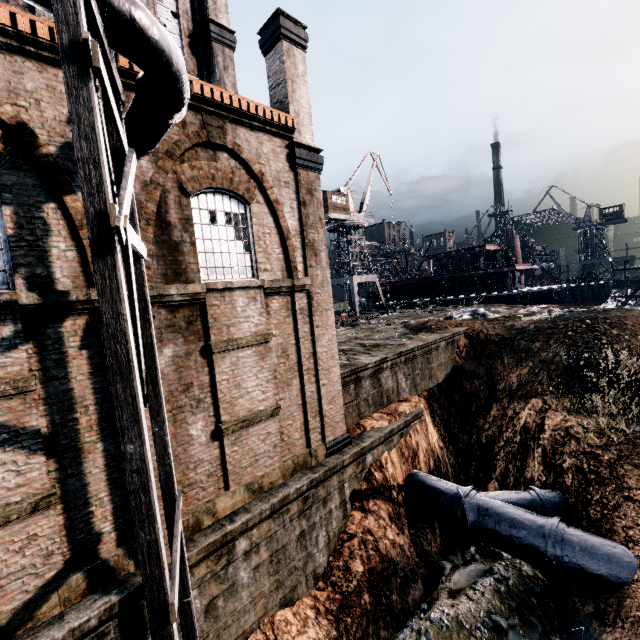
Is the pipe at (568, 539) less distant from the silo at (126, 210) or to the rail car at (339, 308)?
the silo at (126, 210)

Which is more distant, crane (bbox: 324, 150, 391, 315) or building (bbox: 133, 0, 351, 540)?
crane (bbox: 324, 150, 391, 315)

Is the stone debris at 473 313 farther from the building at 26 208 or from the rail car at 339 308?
the building at 26 208

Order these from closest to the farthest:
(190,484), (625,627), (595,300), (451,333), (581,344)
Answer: (625,627) < (190,484) < (581,344) < (451,333) < (595,300)

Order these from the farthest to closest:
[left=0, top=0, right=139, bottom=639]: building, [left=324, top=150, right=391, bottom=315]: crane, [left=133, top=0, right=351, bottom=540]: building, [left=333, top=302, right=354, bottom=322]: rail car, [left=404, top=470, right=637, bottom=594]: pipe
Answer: [left=324, top=150, right=391, bottom=315]: crane, [left=333, top=302, right=354, bottom=322]: rail car, [left=404, top=470, right=637, bottom=594]: pipe, [left=133, top=0, right=351, bottom=540]: building, [left=0, top=0, right=139, bottom=639]: building

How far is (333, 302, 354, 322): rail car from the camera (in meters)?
33.73

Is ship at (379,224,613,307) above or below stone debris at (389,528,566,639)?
above

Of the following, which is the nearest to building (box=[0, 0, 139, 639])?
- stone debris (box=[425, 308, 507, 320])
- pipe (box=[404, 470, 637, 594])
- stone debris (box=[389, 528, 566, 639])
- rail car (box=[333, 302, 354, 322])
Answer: pipe (box=[404, 470, 637, 594])
